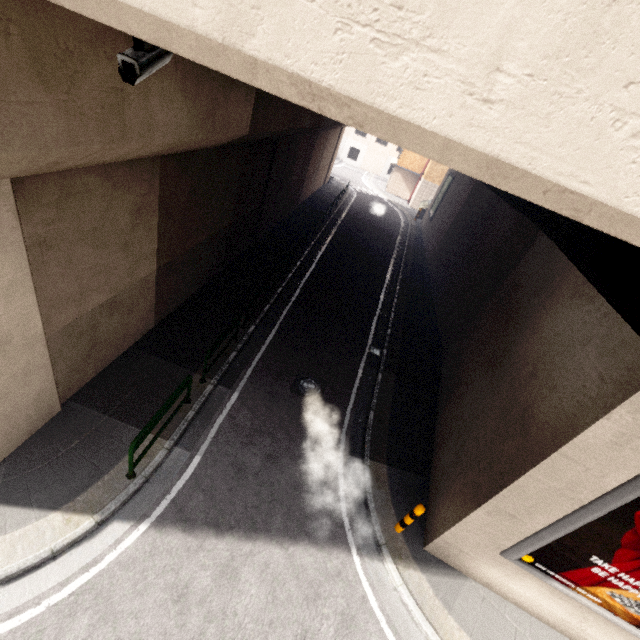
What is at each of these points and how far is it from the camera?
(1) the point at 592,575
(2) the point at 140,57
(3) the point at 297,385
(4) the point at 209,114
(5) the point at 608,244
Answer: (1) sign, 5.6m
(2) cctv camera, 2.4m
(3) manhole, 9.7m
(4) concrete pillar, 6.0m
(5) platform underside, 6.0m

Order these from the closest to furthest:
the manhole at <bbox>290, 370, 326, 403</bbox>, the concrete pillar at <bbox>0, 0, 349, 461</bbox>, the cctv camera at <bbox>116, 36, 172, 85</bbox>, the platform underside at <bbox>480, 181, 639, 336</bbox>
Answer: the cctv camera at <bbox>116, 36, 172, 85</bbox>
the concrete pillar at <bbox>0, 0, 349, 461</bbox>
the platform underside at <bbox>480, 181, 639, 336</bbox>
the manhole at <bbox>290, 370, 326, 403</bbox>

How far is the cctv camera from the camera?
2.4 meters

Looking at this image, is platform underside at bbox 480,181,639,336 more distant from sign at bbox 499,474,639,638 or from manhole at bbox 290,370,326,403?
manhole at bbox 290,370,326,403

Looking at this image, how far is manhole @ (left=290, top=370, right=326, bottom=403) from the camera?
9.5 meters

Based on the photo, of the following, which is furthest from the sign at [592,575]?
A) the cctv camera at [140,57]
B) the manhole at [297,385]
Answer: the cctv camera at [140,57]

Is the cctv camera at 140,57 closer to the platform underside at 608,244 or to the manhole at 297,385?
the platform underside at 608,244

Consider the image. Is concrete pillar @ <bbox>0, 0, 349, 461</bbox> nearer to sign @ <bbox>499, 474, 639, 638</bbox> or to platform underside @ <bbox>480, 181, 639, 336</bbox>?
platform underside @ <bbox>480, 181, 639, 336</bbox>
